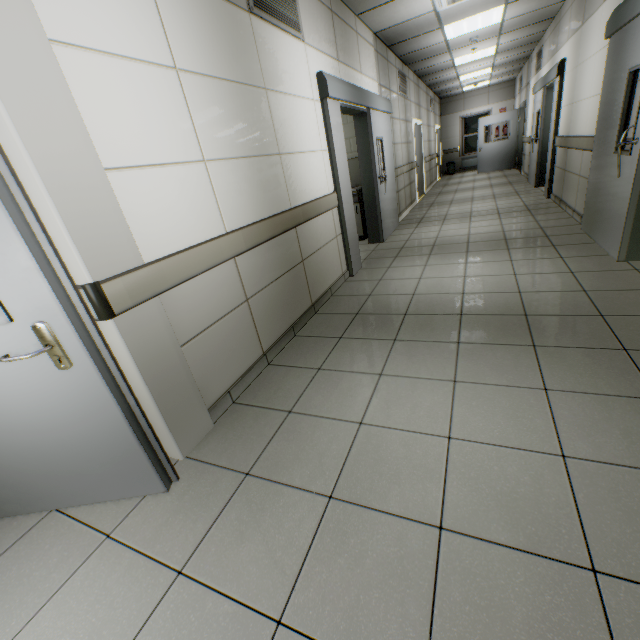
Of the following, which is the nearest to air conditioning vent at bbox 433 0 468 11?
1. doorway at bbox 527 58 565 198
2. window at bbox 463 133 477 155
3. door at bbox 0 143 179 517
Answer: doorway at bbox 527 58 565 198

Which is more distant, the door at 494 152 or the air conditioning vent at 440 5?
the door at 494 152

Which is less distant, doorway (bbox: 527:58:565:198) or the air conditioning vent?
the air conditioning vent

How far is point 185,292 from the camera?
2.0m

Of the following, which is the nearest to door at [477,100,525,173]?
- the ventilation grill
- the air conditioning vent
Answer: the air conditioning vent

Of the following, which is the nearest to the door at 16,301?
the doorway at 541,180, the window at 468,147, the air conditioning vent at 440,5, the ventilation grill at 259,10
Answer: the ventilation grill at 259,10

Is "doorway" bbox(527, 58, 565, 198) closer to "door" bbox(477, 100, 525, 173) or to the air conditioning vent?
the air conditioning vent

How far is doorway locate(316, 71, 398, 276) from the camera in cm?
377
